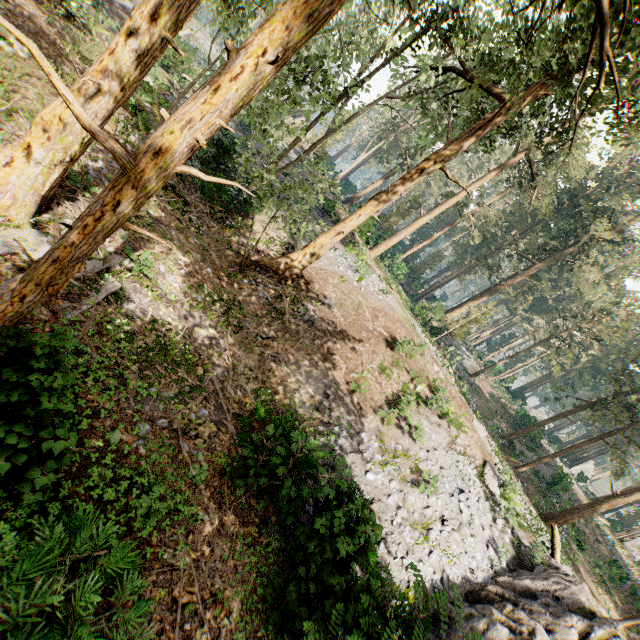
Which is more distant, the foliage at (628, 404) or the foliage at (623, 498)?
the foliage at (623, 498)

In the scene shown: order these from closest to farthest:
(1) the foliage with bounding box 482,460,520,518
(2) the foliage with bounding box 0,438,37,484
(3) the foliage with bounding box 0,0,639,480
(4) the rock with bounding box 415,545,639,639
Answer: A:
(3) the foliage with bounding box 0,0,639,480
(2) the foliage with bounding box 0,438,37,484
(4) the rock with bounding box 415,545,639,639
(1) the foliage with bounding box 482,460,520,518

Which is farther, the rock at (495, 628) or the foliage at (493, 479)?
the foliage at (493, 479)

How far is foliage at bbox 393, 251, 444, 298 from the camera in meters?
44.3 m

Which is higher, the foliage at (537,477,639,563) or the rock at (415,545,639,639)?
the foliage at (537,477,639,563)

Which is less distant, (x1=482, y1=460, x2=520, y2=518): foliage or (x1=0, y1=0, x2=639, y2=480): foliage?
(x1=0, y1=0, x2=639, y2=480): foliage

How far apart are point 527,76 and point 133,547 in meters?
9.7 m
